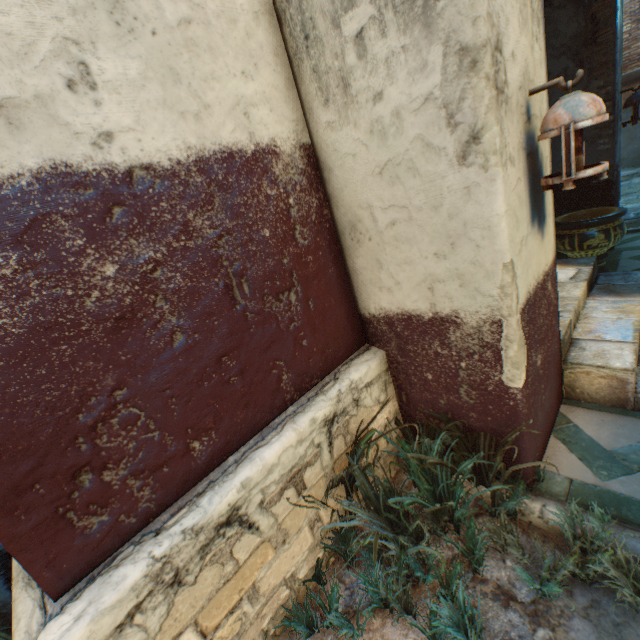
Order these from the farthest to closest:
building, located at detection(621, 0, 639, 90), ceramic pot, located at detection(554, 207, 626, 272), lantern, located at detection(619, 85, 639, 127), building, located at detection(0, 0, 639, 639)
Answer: building, located at detection(621, 0, 639, 90)
lantern, located at detection(619, 85, 639, 127)
ceramic pot, located at detection(554, 207, 626, 272)
building, located at detection(0, 0, 639, 639)

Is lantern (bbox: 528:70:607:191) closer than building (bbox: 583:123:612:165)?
Yes

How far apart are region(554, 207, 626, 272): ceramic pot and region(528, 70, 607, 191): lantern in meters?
3.0

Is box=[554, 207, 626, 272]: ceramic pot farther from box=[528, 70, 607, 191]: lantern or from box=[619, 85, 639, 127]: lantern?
box=[528, 70, 607, 191]: lantern

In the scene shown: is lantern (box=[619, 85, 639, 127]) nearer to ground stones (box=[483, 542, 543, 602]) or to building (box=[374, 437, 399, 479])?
building (box=[374, 437, 399, 479])

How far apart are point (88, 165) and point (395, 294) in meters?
1.6 m

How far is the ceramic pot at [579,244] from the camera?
4.0 meters

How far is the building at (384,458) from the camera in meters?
2.3
